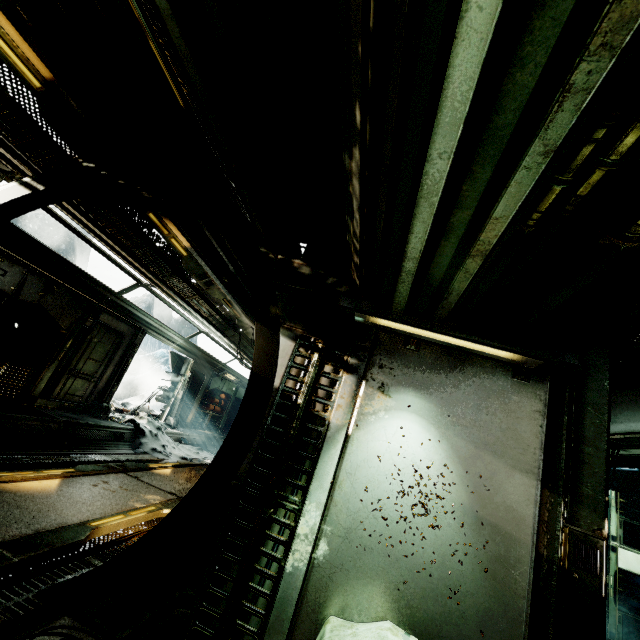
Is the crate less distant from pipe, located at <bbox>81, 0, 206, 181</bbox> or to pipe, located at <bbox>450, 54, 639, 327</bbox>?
pipe, located at <bbox>450, 54, 639, 327</bbox>

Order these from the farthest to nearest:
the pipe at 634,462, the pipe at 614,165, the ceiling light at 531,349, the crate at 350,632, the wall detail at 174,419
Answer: the wall detail at 174,419 < the pipe at 634,462 < the ceiling light at 531,349 < the crate at 350,632 < the pipe at 614,165

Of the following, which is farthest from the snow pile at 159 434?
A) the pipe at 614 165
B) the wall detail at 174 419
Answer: the pipe at 614 165

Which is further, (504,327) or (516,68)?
(504,327)

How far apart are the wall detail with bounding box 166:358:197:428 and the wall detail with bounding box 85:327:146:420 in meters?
3.2

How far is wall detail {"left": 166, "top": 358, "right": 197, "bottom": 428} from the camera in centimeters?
1250cm

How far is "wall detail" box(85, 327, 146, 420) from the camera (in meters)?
8.88

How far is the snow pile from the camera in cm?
909
